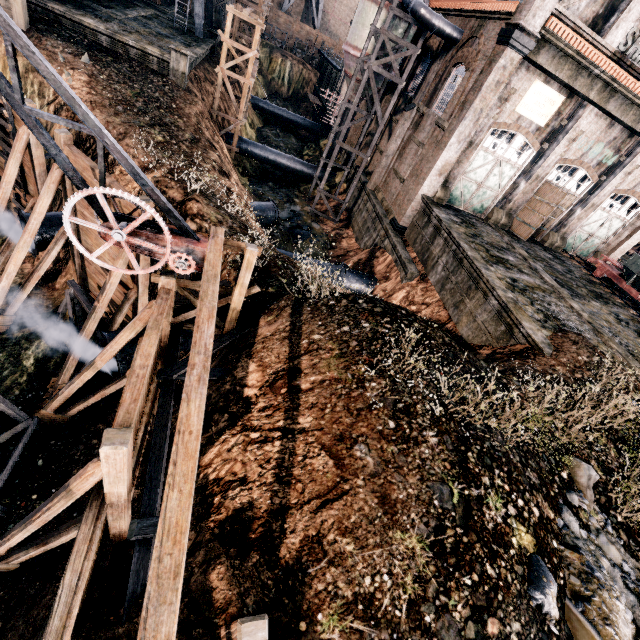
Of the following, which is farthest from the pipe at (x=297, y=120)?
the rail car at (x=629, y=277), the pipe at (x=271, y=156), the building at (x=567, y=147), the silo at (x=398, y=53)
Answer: the rail car at (x=629, y=277)

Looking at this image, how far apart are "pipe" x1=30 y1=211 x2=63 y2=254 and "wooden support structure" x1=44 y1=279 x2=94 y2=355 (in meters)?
1.84

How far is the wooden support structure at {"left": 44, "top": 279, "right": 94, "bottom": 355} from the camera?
13.9 meters

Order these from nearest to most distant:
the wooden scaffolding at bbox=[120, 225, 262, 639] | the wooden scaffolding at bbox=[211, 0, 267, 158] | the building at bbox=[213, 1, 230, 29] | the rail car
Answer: the wooden scaffolding at bbox=[120, 225, 262, 639] → the rail car → the wooden scaffolding at bbox=[211, 0, 267, 158] → the building at bbox=[213, 1, 230, 29]

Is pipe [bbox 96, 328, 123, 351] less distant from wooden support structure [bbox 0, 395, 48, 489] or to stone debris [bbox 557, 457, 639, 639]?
wooden support structure [bbox 0, 395, 48, 489]

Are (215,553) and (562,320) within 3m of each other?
no

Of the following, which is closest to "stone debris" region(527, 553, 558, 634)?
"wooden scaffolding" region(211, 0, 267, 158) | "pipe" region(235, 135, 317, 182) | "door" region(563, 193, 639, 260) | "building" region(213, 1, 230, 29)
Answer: "door" region(563, 193, 639, 260)

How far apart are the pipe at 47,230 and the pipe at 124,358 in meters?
5.8
